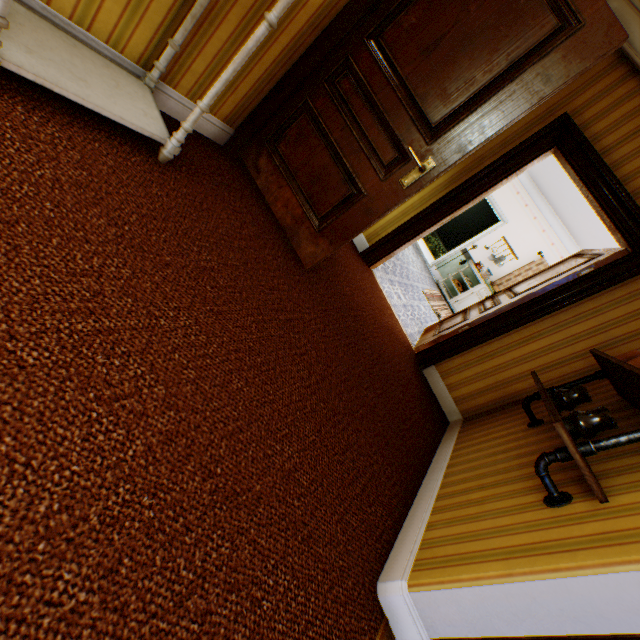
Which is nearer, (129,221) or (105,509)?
(105,509)

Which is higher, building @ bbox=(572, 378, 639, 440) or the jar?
the jar

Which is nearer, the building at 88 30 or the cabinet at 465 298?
the building at 88 30

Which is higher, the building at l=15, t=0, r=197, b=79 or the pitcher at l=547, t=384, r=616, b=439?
the pitcher at l=547, t=384, r=616, b=439

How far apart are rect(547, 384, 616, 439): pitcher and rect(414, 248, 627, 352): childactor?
1.88m

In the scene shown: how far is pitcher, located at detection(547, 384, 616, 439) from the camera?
1.7 meters

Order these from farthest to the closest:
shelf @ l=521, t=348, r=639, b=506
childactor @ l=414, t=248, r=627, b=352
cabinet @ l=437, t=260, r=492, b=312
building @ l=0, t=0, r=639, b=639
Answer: cabinet @ l=437, t=260, r=492, b=312
childactor @ l=414, t=248, r=627, b=352
shelf @ l=521, t=348, r=639, b=506
building @ l=0, t=0, r=639, b=639

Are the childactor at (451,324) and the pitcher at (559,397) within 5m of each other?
yes
